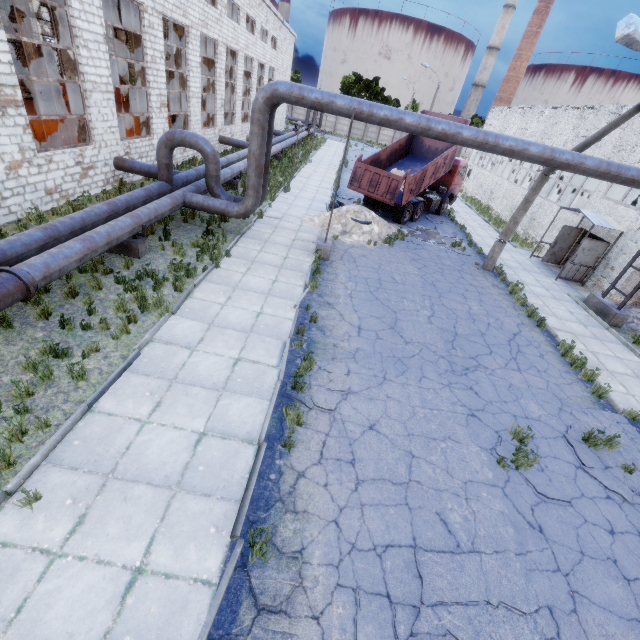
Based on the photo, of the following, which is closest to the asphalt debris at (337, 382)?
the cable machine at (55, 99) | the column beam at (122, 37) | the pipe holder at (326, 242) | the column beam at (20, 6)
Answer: the pipe holder at (326, 242)

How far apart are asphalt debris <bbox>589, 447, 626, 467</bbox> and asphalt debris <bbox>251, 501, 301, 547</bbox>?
6.04m

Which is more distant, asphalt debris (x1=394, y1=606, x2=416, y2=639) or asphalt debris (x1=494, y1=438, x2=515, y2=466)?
asphalt debris (x1=494, y1=438, x2=515, y2=466)

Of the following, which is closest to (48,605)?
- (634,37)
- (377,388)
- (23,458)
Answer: (23,458)

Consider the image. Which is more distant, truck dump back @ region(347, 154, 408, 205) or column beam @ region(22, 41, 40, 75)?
column beam @ region(22, 41, 40, 75)

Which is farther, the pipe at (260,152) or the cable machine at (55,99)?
the cable machine at (55,99)

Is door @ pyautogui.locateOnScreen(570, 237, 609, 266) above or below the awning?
below

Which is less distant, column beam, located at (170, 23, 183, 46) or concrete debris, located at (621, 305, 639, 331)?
concrete debris, located at (621, 305, 639, 331)
